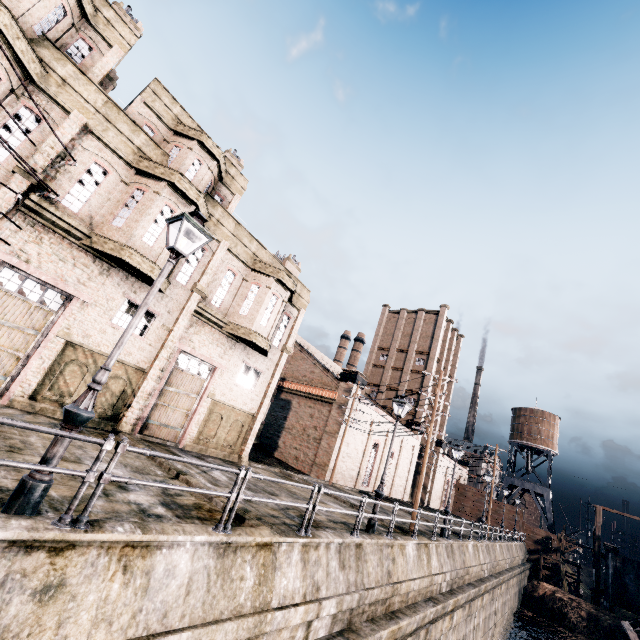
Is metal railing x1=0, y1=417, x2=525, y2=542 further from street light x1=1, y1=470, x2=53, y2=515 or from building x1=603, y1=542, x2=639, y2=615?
building x1=603, y1=542, x2=639, y2=615

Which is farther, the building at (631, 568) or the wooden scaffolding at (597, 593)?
the wooden scaffolding at (597, 593)

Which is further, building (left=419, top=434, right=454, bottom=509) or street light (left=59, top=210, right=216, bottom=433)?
building (left=419, top=434, right=454, bottom=509)

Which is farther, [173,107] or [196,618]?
[173,107]

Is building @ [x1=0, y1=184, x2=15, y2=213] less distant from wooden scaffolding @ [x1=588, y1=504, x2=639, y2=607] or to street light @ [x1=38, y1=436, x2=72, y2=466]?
street light @ [x1=38, y1=436, x2=72, y2=466]

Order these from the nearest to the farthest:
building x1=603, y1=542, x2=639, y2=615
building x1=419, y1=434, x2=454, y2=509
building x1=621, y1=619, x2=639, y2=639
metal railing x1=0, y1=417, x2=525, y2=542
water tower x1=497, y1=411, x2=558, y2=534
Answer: metal railing x1=0, y1=417, x2=525, y2=542 → building x1=621, y1=619, x2=639, y2=639 → building x1=603, y1=542, x2=639, y2=615 → building x1=419, y1=434, x2=454, y2=509 → water tower x1=497, y1=411, x2=558, y2=534

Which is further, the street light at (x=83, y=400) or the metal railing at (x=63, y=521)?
the street light at (x=83, y=400)

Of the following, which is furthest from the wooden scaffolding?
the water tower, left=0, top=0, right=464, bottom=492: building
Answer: left=0, top=0, right=464, bottom=492: building
